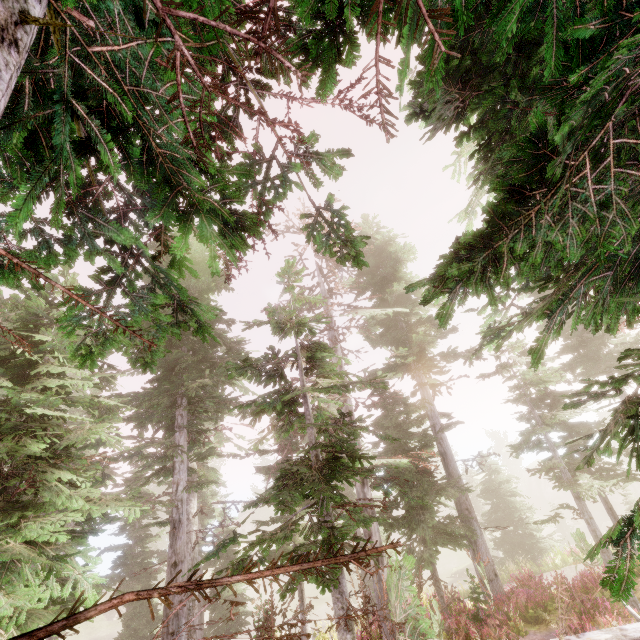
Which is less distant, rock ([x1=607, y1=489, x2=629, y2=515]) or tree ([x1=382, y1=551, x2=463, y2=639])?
tree ([x1=382, y1=551, x2=463, y2=639])

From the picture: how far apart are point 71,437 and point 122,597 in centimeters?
835cm

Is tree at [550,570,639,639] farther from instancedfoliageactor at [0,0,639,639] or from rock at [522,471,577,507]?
rock at [522,471,577,507]

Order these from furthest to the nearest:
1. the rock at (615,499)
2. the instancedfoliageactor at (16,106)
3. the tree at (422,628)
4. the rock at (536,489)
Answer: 1. the rock at (536,489)
2. the rock at (615,499)
3. the tree at (422,628)
4. the instancedfoliageactor at (16,106)

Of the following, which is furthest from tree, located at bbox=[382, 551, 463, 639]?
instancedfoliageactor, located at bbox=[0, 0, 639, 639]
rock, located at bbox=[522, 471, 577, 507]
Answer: rock, located at bbox=[522, 471, 577, 507]

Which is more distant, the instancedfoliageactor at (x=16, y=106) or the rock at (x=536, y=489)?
the rock at (x=536, y=489)

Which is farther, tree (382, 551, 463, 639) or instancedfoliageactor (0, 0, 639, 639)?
tree (382, 551, 463, 639)
